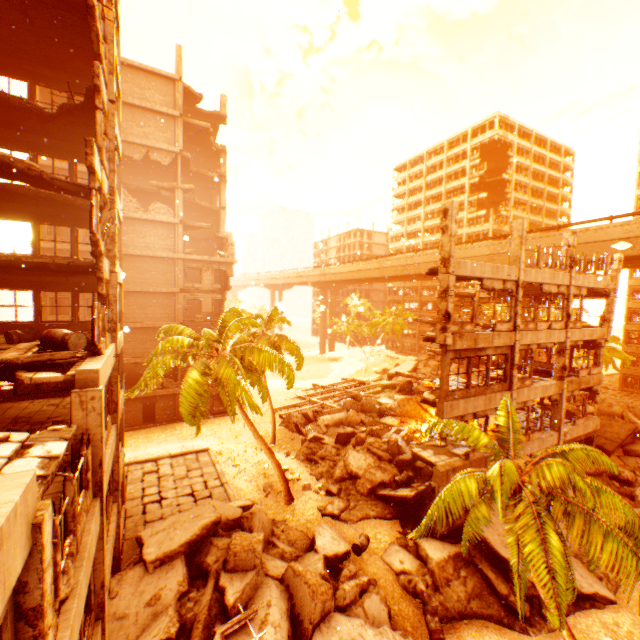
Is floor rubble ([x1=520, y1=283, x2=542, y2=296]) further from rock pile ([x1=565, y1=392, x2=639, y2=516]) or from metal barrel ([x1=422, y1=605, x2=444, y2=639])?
metal barrel ([x1=422, y1=605, x2=444, y2=639])

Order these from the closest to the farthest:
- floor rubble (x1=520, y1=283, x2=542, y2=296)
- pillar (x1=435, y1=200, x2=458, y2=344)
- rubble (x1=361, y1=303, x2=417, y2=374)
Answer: pillar (x1=435, y1=200, x2=458, y2=344) < floor rubble (x1=520, y1=283, x2=542, y2=296) < rubble (x1=361, y1=303, x2=417, y2=374)

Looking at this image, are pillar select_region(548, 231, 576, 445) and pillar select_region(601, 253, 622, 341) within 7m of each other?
yes

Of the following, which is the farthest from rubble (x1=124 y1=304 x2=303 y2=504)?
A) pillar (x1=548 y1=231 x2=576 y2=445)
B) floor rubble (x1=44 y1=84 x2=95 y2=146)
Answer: floor rubble (x1=44 y1=84 x2=95 y2=146)

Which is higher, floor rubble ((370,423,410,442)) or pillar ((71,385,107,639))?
pillar ((71,385,107,639))

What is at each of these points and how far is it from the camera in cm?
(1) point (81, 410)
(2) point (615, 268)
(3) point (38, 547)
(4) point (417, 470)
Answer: (1) pillar, 727
(2) pillar, 2169
(3) pillar, 306
(4) rock pile, 1977

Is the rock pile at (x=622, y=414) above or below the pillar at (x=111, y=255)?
below

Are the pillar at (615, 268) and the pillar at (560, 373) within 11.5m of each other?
yes
